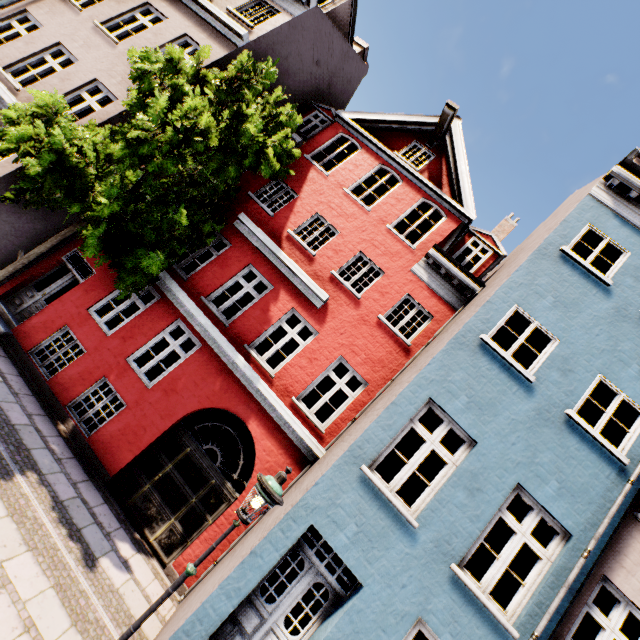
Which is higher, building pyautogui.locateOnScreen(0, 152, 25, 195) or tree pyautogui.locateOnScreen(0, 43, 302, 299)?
tree pyautogui.locateOnScreen(0, 43, 302, 299)

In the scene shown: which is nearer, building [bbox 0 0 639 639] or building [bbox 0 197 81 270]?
building [bbox 0 0 639 639]

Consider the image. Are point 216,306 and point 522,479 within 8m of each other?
no

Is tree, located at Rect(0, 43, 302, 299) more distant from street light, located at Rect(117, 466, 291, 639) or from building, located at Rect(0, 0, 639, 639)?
street light, located at Rect(117, 466, 291, 639)

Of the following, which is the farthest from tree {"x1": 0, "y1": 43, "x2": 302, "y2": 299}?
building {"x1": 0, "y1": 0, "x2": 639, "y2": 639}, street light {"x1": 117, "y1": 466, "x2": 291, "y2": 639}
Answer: street light {"x1": 117, "y1": 466, "x2": 291, "y2": 639}

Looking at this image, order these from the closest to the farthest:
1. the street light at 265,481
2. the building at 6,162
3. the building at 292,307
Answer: the street light at 265,481 < the building at 292,307 < the building at 6,162

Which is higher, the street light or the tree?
the tree

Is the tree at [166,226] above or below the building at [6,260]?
above
